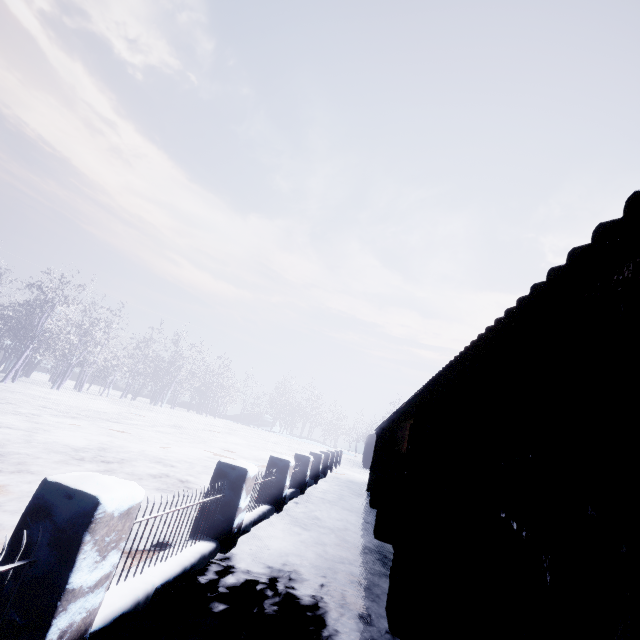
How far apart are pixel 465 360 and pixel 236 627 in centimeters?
277cm
